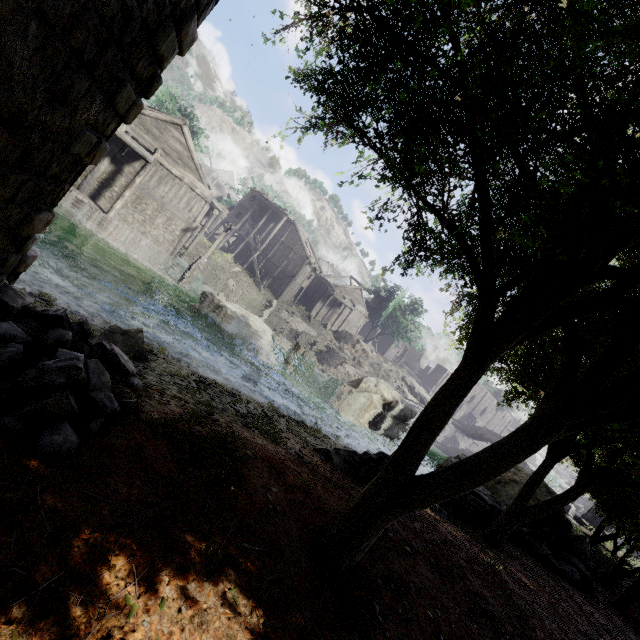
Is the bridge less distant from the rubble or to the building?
the building

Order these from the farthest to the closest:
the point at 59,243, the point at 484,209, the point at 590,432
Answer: the point at 59,243 → the point at 590,432 → the point at 484,209

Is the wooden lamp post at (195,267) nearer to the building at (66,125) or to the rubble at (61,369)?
the building at (66,125)

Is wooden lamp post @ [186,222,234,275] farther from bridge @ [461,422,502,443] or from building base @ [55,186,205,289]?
bridge @ [461,422,502,443]

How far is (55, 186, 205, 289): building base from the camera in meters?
20.5

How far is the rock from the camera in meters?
42.0

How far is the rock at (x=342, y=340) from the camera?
42.0m

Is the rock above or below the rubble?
above
